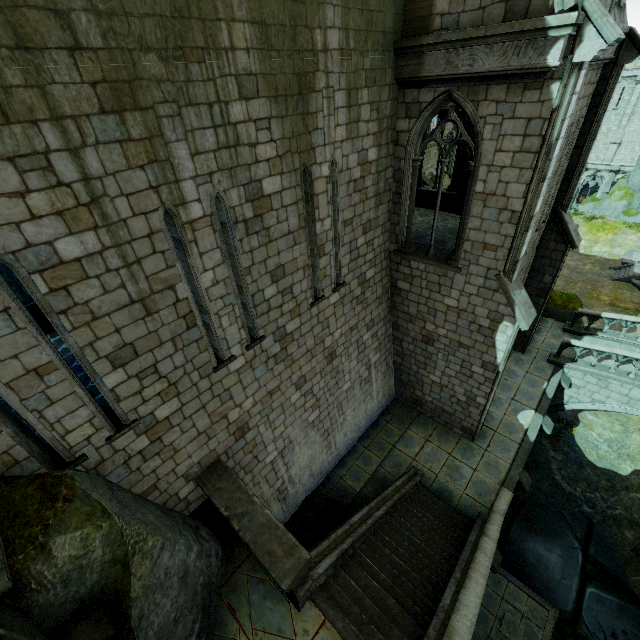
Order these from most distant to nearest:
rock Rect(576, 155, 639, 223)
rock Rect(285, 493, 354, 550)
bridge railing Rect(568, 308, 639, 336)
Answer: rock Rect(576, 155, 639, 223)
bridge railing Rect(568, 308, 639, 336)
rock Rect(285, 493, 354, 550)

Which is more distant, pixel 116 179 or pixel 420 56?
pixel 420 56

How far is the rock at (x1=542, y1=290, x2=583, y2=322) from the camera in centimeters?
1859cm

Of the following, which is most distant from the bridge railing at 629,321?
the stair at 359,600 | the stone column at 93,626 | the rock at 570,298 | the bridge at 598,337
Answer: the stone column at 93,626

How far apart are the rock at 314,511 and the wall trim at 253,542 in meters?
1.5

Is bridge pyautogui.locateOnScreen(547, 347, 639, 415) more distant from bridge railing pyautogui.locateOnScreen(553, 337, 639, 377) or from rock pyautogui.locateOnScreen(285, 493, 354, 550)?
rock pyautogui.locateOnScreen(285, 493, 354, 550)

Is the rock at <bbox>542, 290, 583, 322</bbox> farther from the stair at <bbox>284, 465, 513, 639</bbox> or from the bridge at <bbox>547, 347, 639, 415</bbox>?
the stair at <bbox>284, 465, 513, 639</bbox>

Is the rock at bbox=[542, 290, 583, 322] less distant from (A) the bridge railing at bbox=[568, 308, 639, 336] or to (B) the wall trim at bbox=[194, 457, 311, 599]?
(A) the bridge railing at bbox=[568, 308, 639, 336]
